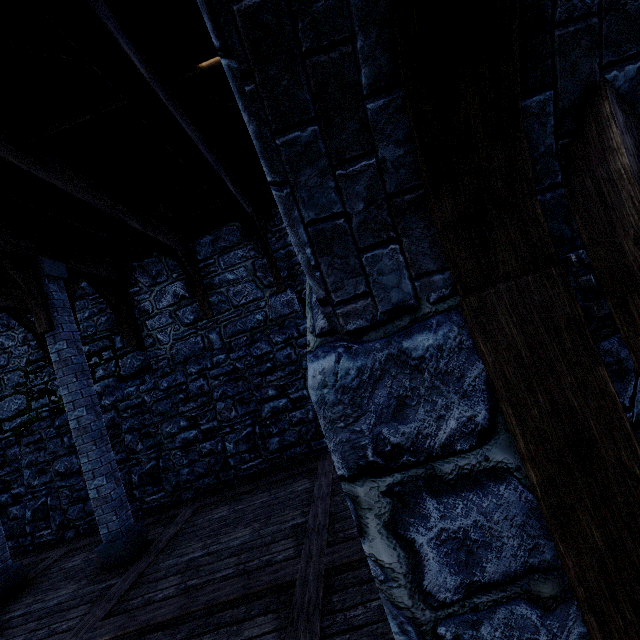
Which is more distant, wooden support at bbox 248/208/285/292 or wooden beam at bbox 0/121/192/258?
wooden support at bbox 248/208/285/292

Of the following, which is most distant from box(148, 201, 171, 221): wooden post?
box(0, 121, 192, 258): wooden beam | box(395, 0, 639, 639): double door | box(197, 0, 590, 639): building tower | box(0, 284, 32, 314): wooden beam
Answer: box(395, 0, 639, 639): double door

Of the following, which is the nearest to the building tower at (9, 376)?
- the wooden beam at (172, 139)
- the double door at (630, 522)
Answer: the double door at (630, 522)

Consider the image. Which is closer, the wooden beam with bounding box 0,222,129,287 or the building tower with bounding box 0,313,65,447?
the wooden beam with bounding box 0,222,129,287

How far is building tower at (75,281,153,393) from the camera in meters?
8.2

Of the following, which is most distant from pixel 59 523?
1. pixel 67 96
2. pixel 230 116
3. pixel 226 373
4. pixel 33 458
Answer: pixel 230 116

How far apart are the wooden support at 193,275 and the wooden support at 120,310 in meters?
1.8 m

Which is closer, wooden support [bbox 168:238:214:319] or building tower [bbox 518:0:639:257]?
building tower [bbox 518:0:639:257]
